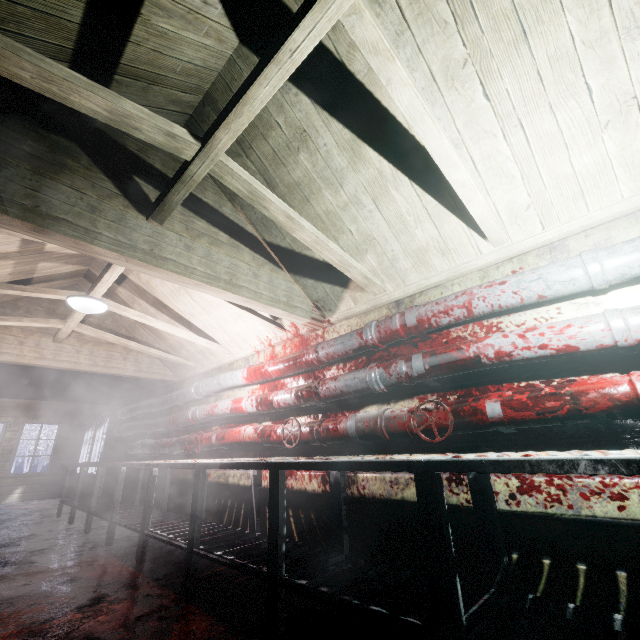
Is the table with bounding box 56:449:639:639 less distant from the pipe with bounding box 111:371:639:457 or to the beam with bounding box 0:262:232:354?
the pipe with bounding box 111:371:639:457

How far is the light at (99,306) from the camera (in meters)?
2.91

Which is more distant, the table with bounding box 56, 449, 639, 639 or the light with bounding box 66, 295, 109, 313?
the light with bounding box 66, 295, 109, 313

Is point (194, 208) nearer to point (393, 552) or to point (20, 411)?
point (393, 552)

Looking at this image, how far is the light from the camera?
2.9 meters

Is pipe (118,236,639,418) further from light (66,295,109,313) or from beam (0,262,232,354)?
light (66,295,109,313)

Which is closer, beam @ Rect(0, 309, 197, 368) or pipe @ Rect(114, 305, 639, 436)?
pipe @ Rect(114, 305, 639, 436)

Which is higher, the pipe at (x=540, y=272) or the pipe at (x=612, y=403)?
the pipe at (x=540, y=272)
